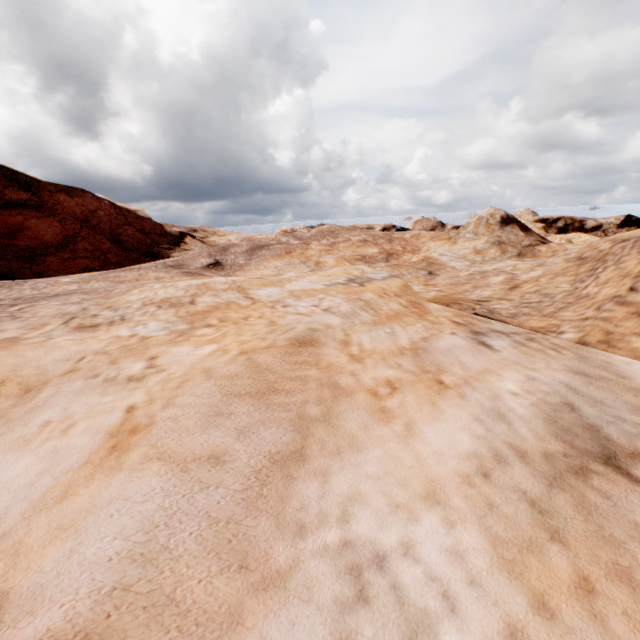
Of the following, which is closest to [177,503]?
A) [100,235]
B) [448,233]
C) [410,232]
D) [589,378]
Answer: [589,378]
